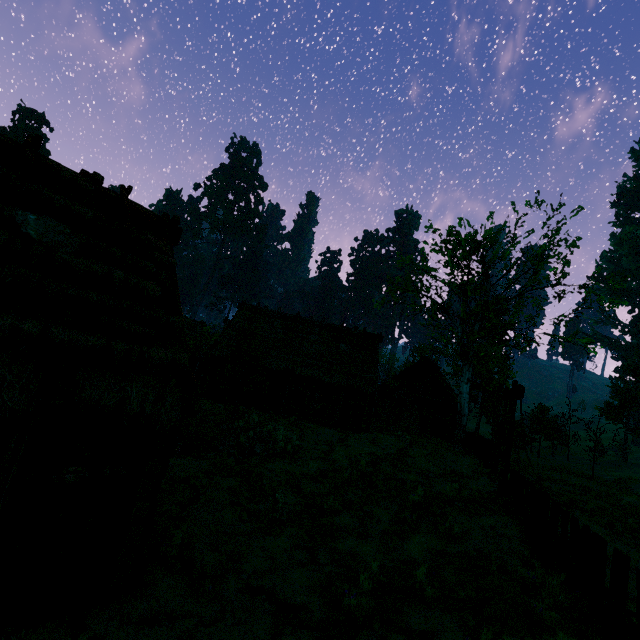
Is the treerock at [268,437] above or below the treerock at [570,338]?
below

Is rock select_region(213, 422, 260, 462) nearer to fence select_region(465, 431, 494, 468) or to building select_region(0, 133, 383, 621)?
building select_region(0, 133, 383, 621)

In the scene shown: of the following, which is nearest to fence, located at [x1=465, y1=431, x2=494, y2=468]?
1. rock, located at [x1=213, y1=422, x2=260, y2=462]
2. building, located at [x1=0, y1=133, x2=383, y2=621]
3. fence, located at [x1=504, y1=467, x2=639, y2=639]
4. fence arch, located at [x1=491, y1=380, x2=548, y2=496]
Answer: fence arch, located at [x1=491, y1=380, x2=548, y2=496]

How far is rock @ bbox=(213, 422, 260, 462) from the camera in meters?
13.0 m

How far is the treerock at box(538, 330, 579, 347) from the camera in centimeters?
1964cm

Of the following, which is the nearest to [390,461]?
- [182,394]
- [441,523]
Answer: [441,523]

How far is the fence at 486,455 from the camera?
15.2 meters

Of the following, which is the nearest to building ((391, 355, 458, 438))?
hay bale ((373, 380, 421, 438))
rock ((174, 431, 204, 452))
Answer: hay bale ((373, 380, 421, 438))
